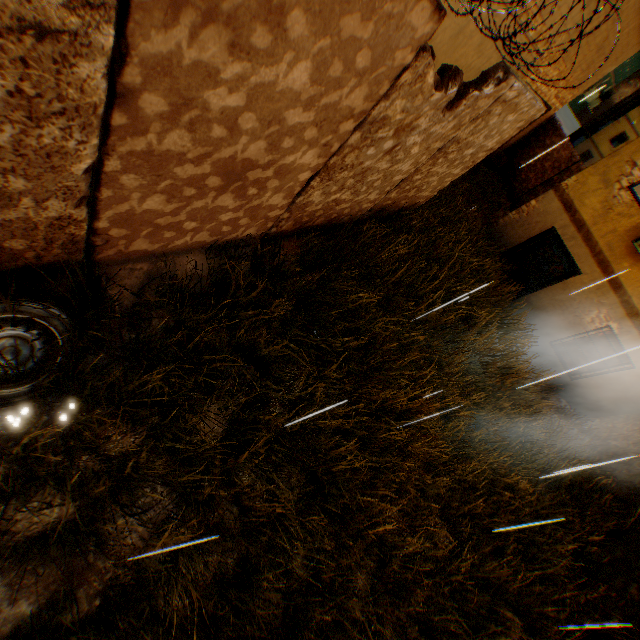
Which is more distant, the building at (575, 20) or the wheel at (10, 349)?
the building at (575, 20)

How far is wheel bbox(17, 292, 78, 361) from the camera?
2.51m

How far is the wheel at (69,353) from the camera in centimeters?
279cm

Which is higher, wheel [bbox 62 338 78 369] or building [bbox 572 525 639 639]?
building [bbox 572 525 639 639]

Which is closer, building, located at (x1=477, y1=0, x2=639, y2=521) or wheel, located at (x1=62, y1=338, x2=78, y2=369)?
wheel, located at (x1=62, y1=338, x2=78, y2=369)

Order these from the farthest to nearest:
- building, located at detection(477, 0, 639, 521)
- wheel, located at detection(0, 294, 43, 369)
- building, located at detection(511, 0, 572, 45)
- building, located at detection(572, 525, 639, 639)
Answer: building, located at detection(477, 0, 639, 521)
building, located at detection(511, 0, 572, 45)
building, located at detection(572, 525, 639, 639)
wheel, located at detection(0, 294, 43, 369)

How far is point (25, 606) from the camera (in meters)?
2.48
